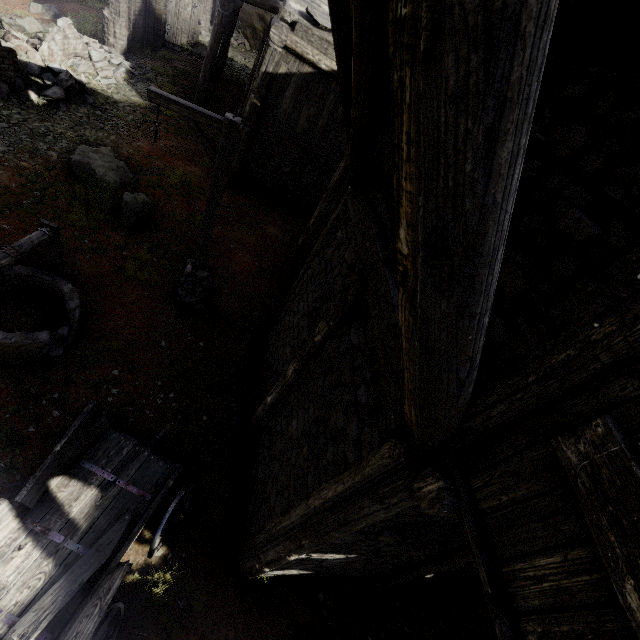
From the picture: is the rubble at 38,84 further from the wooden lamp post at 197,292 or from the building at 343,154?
the wooden lamp post at 197,292

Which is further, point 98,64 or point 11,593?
point 98,64

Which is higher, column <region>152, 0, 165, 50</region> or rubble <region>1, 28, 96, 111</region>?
column <region>152, 0, 165, 50</region>

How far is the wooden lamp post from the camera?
5.5 meters

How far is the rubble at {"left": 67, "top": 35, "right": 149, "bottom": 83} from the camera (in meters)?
12.97

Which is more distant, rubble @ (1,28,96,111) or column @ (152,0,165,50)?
column @ (152,0,165,50)

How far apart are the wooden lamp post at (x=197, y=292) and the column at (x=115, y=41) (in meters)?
14.13

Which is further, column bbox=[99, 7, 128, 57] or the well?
column bbox=[99, 7, 128, 57]
